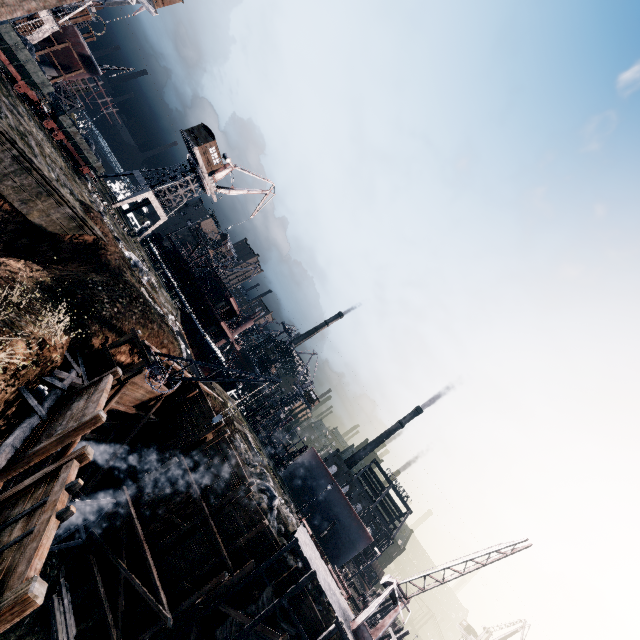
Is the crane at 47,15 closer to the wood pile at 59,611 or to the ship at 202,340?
the ship at 202,340

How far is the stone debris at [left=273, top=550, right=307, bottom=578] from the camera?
23.6 meters

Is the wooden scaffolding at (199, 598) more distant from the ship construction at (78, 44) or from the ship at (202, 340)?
the ship construction at (78, 44)

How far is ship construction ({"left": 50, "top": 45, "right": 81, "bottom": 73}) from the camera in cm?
4041

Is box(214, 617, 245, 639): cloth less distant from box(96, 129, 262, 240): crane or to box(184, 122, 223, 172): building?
box(96, 129, 262, 240): crane

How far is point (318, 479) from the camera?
50.16m

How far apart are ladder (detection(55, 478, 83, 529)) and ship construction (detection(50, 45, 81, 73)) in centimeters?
5502cm

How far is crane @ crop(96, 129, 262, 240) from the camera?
47.1 meters
